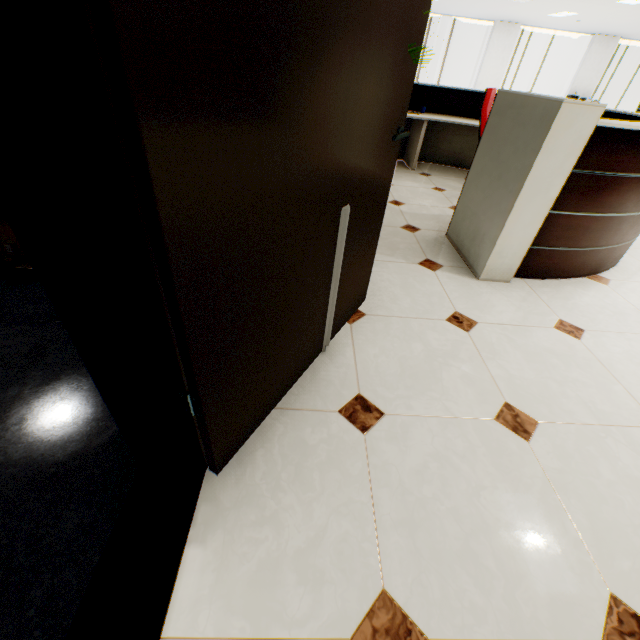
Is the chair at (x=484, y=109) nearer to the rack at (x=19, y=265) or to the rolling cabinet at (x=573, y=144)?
the rolling cabinet at (x=573, y=144)

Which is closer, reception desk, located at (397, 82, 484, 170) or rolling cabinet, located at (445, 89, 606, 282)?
rolling cabinet, located at (445, 89, 606, 282)

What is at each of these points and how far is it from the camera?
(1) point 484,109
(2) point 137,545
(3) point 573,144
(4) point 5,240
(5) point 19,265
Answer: A:
(1) chair, 3.6m
(2) door, 1.0m
(3) rolling cabinet, 2.0m
(4) cardboard box, 2.0m
(5) rack, 1.9m

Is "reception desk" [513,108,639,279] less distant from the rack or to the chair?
the chair

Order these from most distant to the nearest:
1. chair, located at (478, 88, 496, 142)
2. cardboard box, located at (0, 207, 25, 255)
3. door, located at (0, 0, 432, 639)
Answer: chair, located at (478, 88, 496, 142), cardboard box, located at (0, 207, 25, 255), door, located at (0, 0, 432, 639)

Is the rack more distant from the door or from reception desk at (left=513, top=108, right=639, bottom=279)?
reception desk at (left=513, top=108, right=639, bottom=279)

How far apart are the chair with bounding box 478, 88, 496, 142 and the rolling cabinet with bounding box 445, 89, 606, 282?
0.9 meters

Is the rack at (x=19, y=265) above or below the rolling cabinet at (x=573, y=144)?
below
